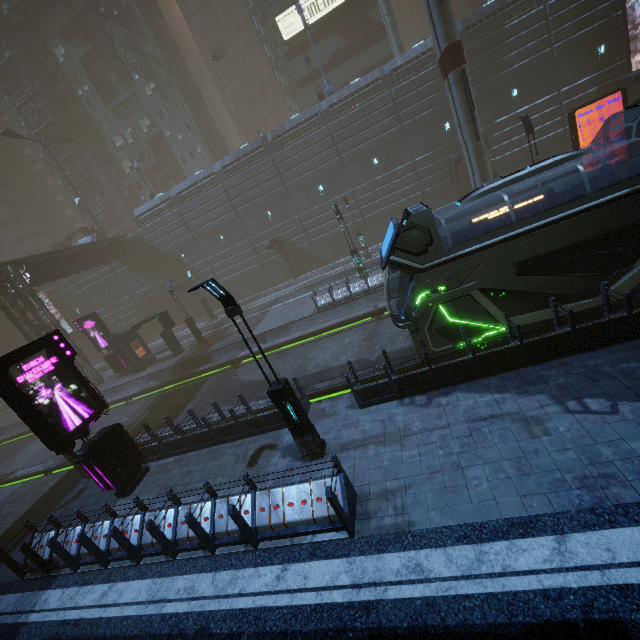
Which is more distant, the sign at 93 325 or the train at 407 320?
the sign at 93 325

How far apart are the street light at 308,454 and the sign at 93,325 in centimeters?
2497cm

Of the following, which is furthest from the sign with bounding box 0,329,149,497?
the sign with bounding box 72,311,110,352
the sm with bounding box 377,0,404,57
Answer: the sm with bounding box 377,0,404,57

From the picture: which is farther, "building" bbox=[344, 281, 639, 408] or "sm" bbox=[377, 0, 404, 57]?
"sm" bbox=[377, 0, 404, 57]

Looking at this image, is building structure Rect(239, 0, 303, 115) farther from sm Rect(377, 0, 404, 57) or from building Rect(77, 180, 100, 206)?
sm Rect(377, 0, 404, 57)

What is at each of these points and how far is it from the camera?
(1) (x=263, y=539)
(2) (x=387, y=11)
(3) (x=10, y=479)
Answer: (1) building, 7.2 meters
(2) sm, 27.6 meters
(3) train rail, 19.0 meters

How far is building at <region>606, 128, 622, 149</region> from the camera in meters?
25.9 m
